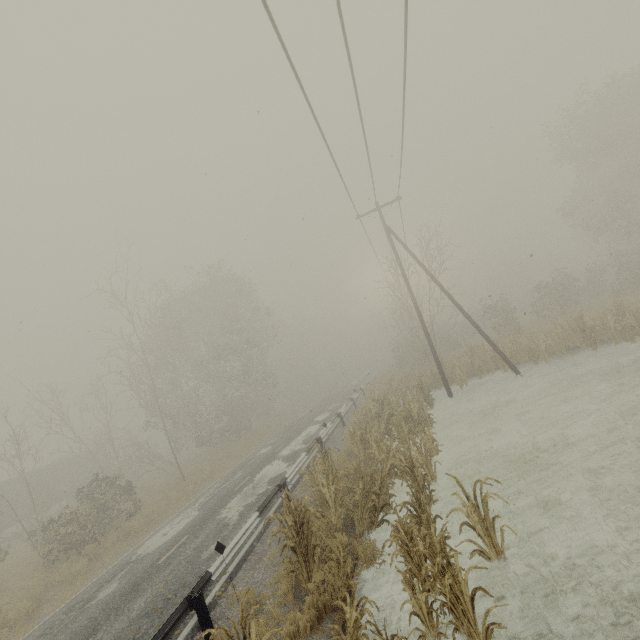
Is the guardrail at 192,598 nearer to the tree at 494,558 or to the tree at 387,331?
the tree at 387,331

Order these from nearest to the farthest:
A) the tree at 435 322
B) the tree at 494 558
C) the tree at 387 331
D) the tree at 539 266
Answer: the tree at 387 331
the tree at 494 558
the tree at 539 266
the tree at 435 322

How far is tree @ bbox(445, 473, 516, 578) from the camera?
6.0m

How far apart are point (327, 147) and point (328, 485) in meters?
10.5 m

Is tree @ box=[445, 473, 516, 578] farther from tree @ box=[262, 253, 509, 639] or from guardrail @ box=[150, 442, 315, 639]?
guardrail @ box=[150, 442, 315, 639]

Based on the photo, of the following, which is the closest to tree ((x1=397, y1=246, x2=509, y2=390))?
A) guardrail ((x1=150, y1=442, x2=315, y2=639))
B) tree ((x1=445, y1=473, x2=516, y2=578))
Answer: guardrail ((x1=150, y1=442, x2=315, y2=639))

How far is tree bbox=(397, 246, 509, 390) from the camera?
19.5 meters

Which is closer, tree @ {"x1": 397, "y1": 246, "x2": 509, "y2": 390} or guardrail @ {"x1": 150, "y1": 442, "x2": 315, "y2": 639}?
guardrail @ {"x1": 150, "y1": 442, "x2": 315, "y2": 639}
